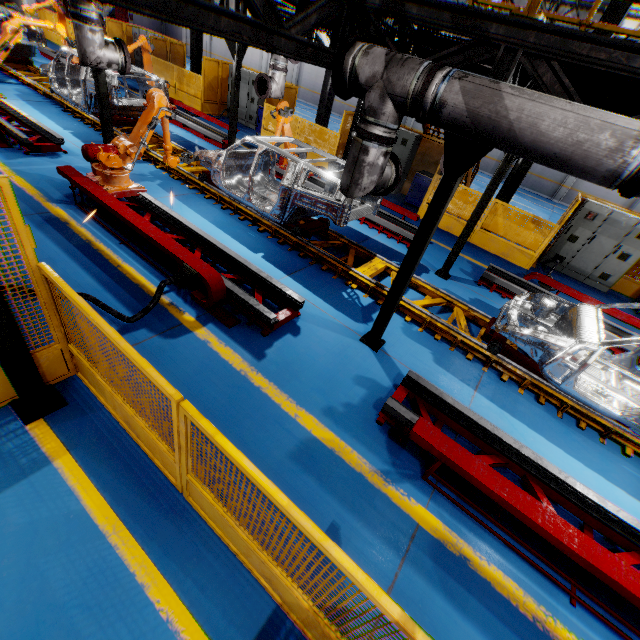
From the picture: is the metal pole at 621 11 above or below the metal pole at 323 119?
above

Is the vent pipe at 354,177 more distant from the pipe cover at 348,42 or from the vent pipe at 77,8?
the vent pipe at 77,8

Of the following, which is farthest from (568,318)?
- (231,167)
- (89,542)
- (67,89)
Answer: (67,89)

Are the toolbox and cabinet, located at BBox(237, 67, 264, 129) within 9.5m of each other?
yes

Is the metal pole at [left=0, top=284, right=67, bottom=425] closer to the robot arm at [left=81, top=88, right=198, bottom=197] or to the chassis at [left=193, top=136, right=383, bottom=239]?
the robot arm at [left=81, top=88, right=198, bottom=197]

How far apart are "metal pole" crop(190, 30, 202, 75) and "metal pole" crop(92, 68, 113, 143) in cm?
1099

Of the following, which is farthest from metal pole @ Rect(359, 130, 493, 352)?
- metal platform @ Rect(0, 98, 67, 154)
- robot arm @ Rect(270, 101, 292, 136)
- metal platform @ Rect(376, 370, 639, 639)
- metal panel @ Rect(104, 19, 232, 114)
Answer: metal platform @ Rect(0, 98, 67, 154)

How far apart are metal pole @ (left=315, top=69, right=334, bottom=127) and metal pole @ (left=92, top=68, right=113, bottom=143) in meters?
7.8 m
